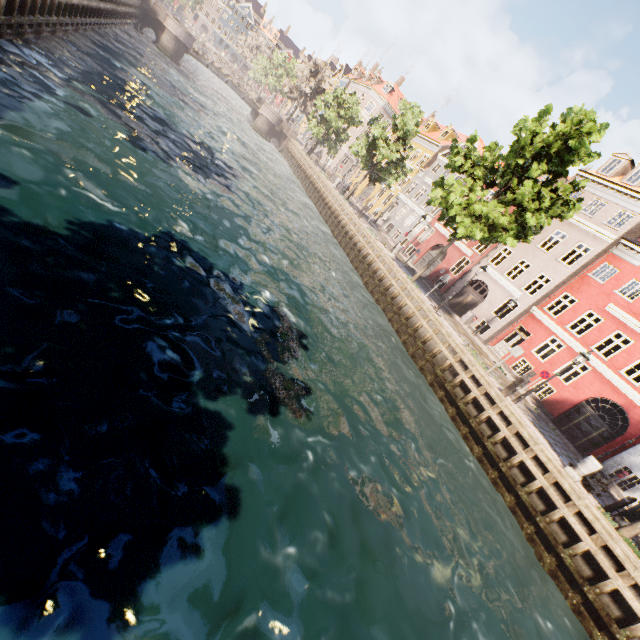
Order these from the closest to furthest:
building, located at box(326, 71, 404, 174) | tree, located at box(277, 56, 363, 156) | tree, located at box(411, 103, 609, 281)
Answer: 1. tree, located at box(411, 103, 609, 281)
2. tree, located at box(277, 56, 363, 156)
3. building, located at box(326, 71, 404, 174)

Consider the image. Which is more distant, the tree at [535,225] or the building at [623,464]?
the building at [623,464]

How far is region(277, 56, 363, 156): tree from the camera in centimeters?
3750cm

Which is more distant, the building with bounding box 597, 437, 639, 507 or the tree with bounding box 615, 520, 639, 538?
the building with bounding box 597, 437, 639, 507

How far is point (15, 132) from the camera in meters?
8.2 m

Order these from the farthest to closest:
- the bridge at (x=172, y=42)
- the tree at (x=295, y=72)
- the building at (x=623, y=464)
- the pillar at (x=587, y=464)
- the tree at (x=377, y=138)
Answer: the tree at (x=295, y=72) → the bridge at (x=172, y=42) → the tree at (x=377, y=138) → the building at (x=623, y=464) → the pillar at (x=587, y=464)

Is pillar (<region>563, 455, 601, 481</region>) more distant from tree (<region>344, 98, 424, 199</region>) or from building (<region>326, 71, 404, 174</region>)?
building (<region>326, 71, 404, 174</region>)
